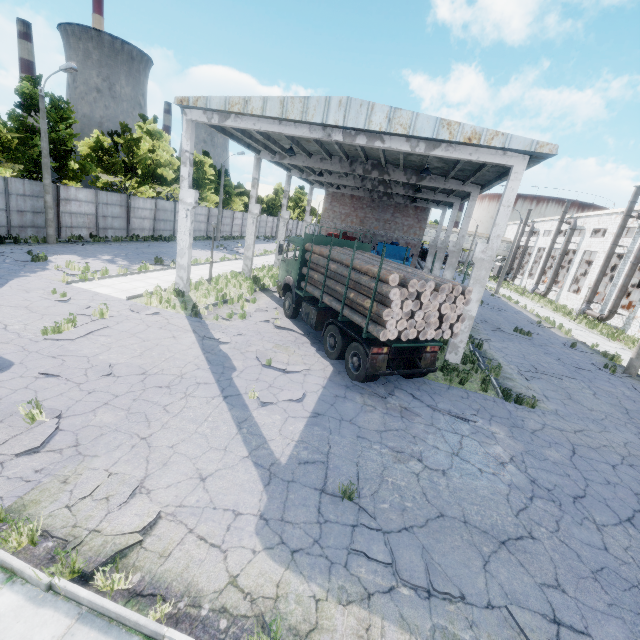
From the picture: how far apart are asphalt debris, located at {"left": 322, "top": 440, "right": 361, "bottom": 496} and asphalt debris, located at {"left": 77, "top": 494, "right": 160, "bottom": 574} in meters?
2.6 m

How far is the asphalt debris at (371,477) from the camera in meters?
5.3 m

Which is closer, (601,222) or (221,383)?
(221,383)

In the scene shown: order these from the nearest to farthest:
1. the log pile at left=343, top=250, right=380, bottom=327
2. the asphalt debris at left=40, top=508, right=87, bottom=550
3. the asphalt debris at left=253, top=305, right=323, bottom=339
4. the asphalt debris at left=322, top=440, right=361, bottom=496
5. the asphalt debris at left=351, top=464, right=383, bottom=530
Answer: the asphalt debris at left=40, top=508, right=87, bottom=550 → the asphalt debris at left=351, top=464, right=383, bottom=530 → the asphalt debris at left=322, top=440, right=361, bottom=496 → the log pile at left=343, top=250, right=380, bottom=327 → the asphalt debris at left=253, top=305, right=323, bottom=339

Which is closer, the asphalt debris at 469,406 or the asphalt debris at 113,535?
the asphalt debris at 113,535

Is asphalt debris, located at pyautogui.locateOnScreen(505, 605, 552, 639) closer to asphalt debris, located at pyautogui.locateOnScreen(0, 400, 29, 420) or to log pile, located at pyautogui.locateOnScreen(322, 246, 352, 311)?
log pile, located at pyautogui.locateOnScreen(322, 246, 352, 311)

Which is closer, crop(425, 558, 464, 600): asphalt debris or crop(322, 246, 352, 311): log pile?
crop(425, 558, 464, 600): asphalt debris

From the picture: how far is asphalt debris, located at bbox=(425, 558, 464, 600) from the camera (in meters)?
4.42
